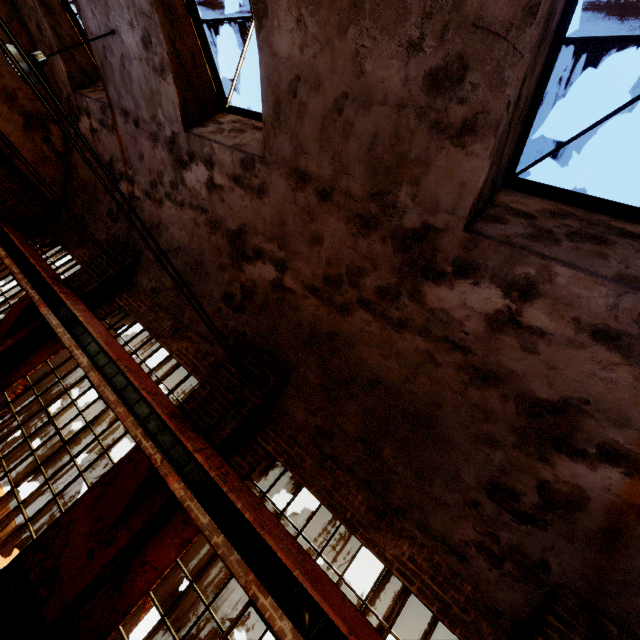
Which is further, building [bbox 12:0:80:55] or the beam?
building [bbox 12:0:80:55]

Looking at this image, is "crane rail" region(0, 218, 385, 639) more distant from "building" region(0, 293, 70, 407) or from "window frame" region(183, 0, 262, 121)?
"window frame" region(183, 0, 262, 121)

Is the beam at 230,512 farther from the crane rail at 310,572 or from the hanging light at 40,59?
the hanging light at 40,59

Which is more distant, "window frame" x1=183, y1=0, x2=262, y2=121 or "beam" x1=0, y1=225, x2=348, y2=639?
"window frame" x1=183, y1=0, x2=262, y2=121

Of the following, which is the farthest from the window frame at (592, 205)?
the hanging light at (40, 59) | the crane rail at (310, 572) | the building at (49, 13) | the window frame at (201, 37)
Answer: the hanging light at (40, 59)

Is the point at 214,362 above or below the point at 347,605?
above

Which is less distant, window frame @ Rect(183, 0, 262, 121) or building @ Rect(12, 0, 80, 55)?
window frame @ Rect(183, 0, 262, 121)

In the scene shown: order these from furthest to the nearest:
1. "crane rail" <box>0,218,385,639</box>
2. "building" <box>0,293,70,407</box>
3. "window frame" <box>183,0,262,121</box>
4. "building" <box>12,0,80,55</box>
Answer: "building" <box>12,0,80,55</box> < "building" <box>0,293,70,407</box> < "window frame" <box>183,0,262,121</box> < "crane rail" <box>0,218,385,639</box>
